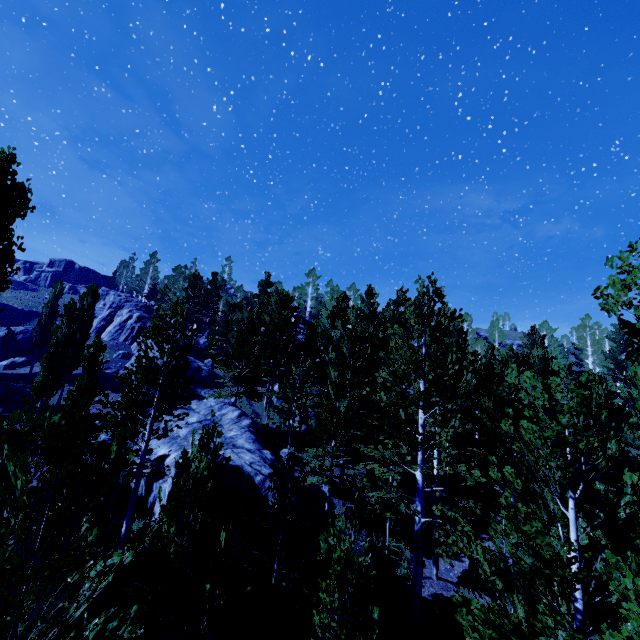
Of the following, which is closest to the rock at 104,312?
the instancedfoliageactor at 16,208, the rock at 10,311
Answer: the instancedfoliageactor at 16,208

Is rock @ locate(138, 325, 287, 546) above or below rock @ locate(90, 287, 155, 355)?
below

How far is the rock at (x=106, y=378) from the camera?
32.2 meters

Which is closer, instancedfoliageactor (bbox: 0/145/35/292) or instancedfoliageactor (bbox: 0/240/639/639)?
instancedfoliageactor (bbox: 0/240/639/639)

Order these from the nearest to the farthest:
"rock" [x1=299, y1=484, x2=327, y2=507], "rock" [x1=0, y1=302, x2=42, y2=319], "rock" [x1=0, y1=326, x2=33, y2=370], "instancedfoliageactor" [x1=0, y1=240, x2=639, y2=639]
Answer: "instancedfoliageactor" [x1=0, y1=240, x2=639, y2=639], "rock" [x1=299, y1=484, x2=327, y2=507], "rock" [x1=0, y1=326, x2=33, y2=370], "rock" [x1=0, y1=302, x2=42, y2=319]

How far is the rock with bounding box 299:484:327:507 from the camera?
15.6 meters

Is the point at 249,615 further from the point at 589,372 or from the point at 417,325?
the point at 589,372
